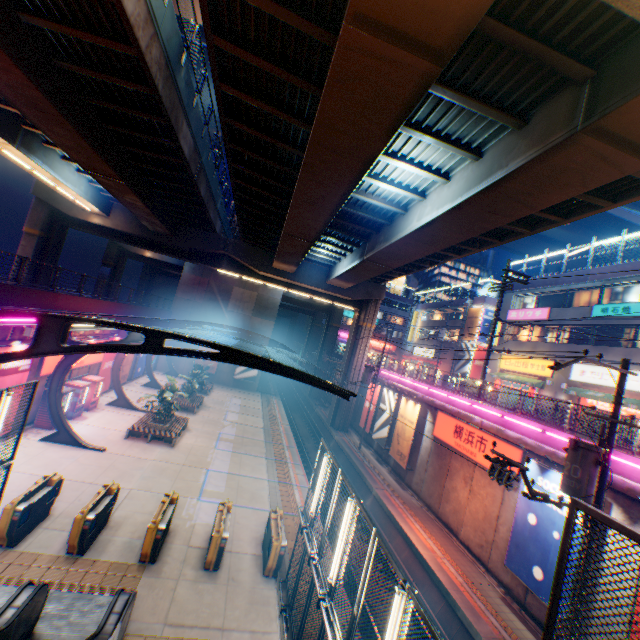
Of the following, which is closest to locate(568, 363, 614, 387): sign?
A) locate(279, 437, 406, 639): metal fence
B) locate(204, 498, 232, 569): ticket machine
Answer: locate(279, 437, 406, 639): metal fence

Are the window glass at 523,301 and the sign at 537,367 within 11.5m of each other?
yes

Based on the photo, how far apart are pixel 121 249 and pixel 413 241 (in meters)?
40.63

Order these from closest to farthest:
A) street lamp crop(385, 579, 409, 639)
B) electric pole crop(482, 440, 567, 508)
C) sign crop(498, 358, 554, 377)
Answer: street lamp crop(385, 579, 409, 639) < electric pole crop(482, 440, 567, 508) < sign crop(498, 358, 554, 377)

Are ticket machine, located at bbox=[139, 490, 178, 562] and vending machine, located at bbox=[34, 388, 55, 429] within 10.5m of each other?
yes

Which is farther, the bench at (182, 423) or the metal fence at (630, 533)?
the bench at (182, 423)

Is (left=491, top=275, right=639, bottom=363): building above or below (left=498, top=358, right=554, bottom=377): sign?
above

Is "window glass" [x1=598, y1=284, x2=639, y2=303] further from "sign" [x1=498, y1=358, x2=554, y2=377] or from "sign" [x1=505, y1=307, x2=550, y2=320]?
"sign" [x1=498, y1=358, x2=554, y2=377]
